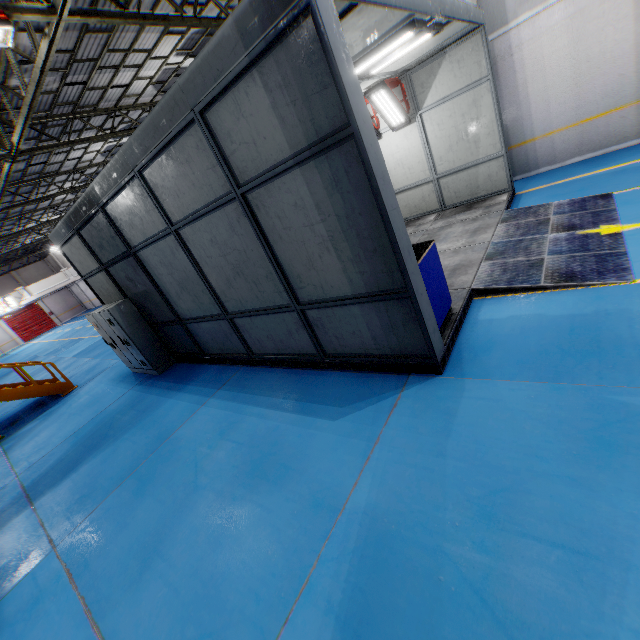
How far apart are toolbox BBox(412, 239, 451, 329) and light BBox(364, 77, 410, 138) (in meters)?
5.96

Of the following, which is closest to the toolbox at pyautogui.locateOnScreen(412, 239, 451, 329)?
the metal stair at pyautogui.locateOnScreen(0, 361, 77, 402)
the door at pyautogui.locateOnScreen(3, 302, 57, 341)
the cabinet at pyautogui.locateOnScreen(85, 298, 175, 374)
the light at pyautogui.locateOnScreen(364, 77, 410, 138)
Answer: the light at pyautogui.locateOnScreen(364, 77, 410, 138)

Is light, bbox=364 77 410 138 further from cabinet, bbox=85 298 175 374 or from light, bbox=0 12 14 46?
cabinet, bbox=85 298 175 374

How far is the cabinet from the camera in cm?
842

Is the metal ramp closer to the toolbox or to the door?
the toolbox

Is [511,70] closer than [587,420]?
No

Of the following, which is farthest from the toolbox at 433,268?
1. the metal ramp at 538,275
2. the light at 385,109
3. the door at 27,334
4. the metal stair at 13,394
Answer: the door at 27,334

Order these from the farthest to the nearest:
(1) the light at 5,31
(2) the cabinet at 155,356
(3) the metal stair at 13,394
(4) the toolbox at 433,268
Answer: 1. (3) the metal stair at 13,394
2. (2) the cabinet at 155,356
3. (1) the light at 5,31
4. (4) the toolbox at 433,268
